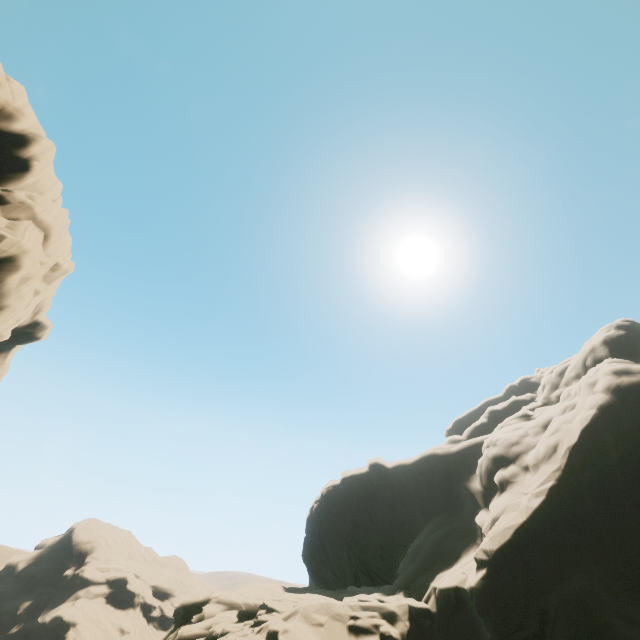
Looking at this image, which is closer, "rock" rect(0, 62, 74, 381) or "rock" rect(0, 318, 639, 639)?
"rock" rect(0, 318, 639, 639)

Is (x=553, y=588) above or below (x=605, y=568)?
below

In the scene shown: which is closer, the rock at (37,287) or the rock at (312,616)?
the rock at (312,616)
